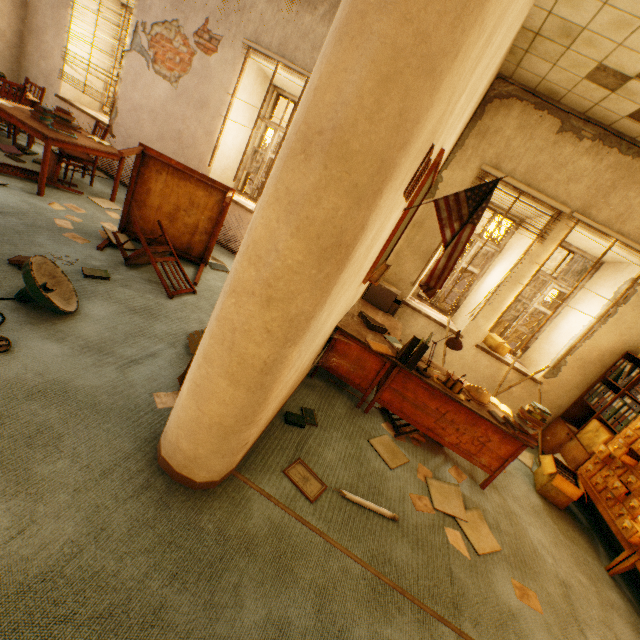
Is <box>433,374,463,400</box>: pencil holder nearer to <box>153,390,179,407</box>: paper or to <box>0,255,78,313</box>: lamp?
<box>153,390,179,407</box>: paper

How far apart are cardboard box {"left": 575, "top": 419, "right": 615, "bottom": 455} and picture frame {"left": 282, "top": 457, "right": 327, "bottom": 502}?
3.9m

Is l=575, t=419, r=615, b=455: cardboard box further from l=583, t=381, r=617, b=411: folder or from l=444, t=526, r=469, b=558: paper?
l=444, t=526, r=469, b=558: paper

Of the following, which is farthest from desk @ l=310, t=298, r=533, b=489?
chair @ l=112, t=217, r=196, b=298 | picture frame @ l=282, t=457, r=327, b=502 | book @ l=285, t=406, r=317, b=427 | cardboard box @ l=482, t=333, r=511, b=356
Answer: cardboard box @ l=482, t=333, r=511, b=356

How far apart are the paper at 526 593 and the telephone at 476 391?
1.5 meters

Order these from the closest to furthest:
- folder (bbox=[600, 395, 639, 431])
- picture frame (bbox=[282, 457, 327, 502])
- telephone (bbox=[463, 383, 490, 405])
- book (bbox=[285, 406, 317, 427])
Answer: picture frame (bbox=[282, 457, 327, 502]), book (bbox=[285, 406, 317, 427]), telephone (bbox=[463, 383, 490, 405]), folder (bbox=[600, 395, 639, 431])

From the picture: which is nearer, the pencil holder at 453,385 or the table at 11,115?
the pencil holder at 453,385

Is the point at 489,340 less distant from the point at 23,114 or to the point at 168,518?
the point at 168,518
